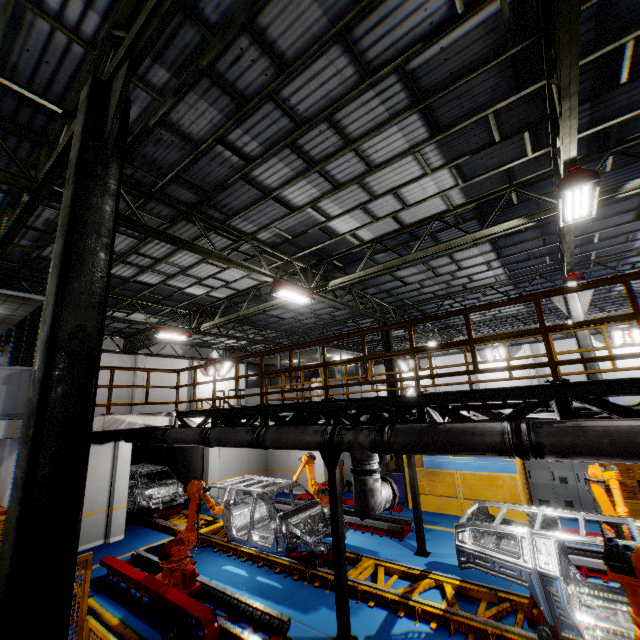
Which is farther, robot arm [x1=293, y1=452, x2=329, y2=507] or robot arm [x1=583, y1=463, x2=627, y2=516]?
robot arm [x1=293, y1=452, x2=329, y2=507]

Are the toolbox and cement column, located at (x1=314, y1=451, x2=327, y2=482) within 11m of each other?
yes

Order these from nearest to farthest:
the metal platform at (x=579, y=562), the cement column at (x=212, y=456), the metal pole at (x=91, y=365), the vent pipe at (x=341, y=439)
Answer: the metal pole at (x=91, y=365)
the vent pipe at (x=341, y=439)
the metal platform at (x=579, y=562)
the cement column at (x=212, y=456)

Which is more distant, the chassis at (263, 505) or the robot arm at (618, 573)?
the chassis at (263, 505)

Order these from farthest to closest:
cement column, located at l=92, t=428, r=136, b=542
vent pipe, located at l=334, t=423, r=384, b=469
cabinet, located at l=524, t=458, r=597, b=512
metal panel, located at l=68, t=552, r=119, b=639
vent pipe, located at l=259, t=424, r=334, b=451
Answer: cement column, located at l=92, t=428, r=136, b=542 < cabinet, located at l=524, t=458, r=597, b=512 < vent pipe, located at l=259, t=424, r=334, b=451 < vent pipe, located at l=334, t=423, r=384, b=469 < metal panel, located at l=68, t=552, r=119, b=639

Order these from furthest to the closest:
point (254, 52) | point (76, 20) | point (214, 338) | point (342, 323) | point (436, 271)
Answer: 1. point (214, 338)
2. point (342, 323)
3. point (436, 271)
4. point (254, 52)
5. point (76, 20)

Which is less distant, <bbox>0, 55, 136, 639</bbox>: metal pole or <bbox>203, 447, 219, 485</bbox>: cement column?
<bbox>0, 55, 136, 639</bbox>: metal pole

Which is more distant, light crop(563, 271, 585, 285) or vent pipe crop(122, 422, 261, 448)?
light crop(563, 271, 585, 285)
